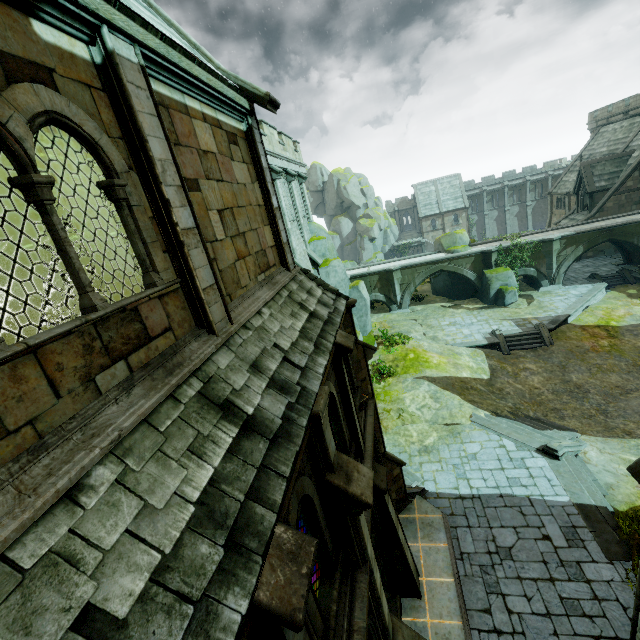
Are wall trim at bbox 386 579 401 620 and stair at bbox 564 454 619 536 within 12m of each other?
yes

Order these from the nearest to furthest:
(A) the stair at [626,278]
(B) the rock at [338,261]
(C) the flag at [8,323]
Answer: (C) the flag at [8,323] < (B) the rock at [338,261] < (A) the stair at [626,278]

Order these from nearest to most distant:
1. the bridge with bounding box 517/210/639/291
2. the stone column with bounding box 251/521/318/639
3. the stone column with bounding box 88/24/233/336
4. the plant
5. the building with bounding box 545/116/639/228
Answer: the stone column with bounding box 251/521/318/639 → the stone column with bounding box 88/24/233/336 → the bridge with bounding box 517/210/639/291 → the plant → the building with bounding box 545/116/639/228

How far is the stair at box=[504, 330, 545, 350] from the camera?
23.65m

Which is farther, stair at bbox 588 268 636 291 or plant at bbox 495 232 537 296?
plant at bbox 495 232 537 296

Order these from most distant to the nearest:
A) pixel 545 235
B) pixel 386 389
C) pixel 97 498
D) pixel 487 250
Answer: pixel 545 235
pixel 487 250
pixel 386 389
pixel 97 498

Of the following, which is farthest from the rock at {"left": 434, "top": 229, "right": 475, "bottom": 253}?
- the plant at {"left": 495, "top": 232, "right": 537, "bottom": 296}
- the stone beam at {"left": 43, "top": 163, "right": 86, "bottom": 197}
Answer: the stone beam at {"left": 43, "top": 163, "right": 86, "bottom": 197}

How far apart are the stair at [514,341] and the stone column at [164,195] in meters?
24.3 m
